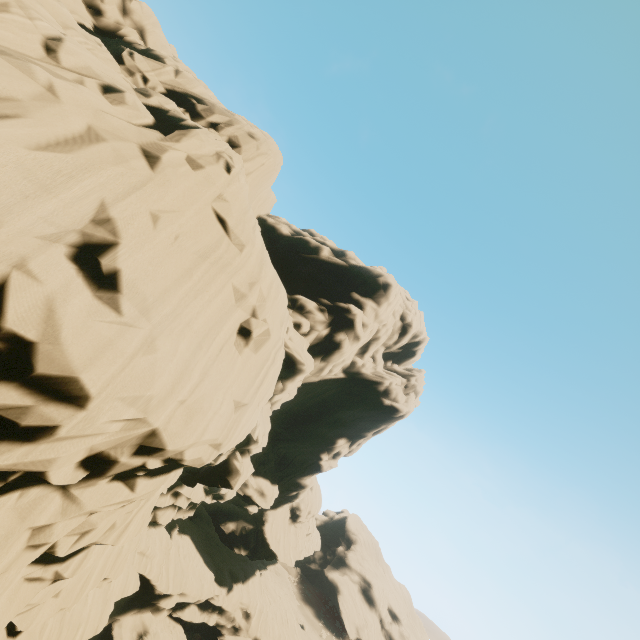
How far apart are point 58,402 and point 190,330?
4.00m
